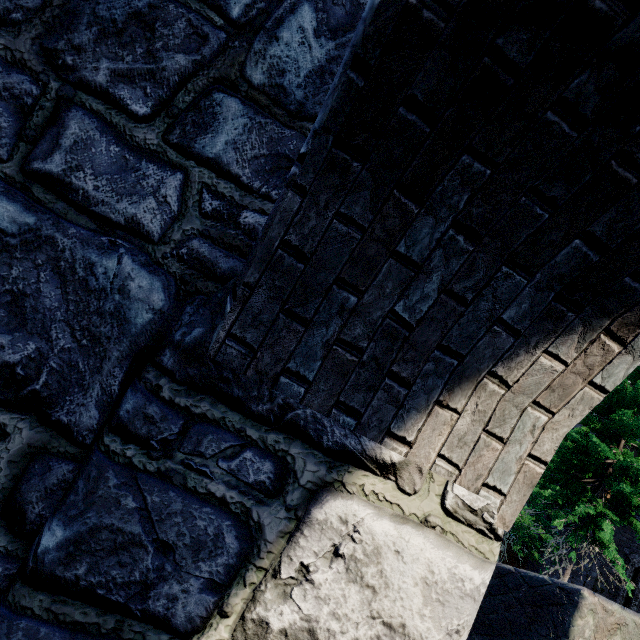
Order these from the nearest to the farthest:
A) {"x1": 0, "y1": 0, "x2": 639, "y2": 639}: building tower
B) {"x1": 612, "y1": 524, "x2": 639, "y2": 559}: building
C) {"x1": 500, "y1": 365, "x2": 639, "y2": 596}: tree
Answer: {"x1": 0, "y1": 0, "x2": 639, "y2": 639}: building tower → {"x1": 500, "y1": 365, "x2": 639, "y2": 596}: tree → {"x1": 612, "y1": 524, "x2": 639, "y2": 559}: building

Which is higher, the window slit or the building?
the building

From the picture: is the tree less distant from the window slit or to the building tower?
the window slit

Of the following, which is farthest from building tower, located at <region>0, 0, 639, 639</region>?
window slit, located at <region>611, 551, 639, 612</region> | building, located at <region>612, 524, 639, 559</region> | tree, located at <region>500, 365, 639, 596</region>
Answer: window slit, located at <region>611, 551, 639, 612</region>

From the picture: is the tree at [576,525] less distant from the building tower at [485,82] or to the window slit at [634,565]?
the window slit at [634,565]

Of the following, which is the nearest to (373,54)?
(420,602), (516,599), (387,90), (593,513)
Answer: (387,90)

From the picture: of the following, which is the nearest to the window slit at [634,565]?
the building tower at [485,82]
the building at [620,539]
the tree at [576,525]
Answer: the building at [620,539]
